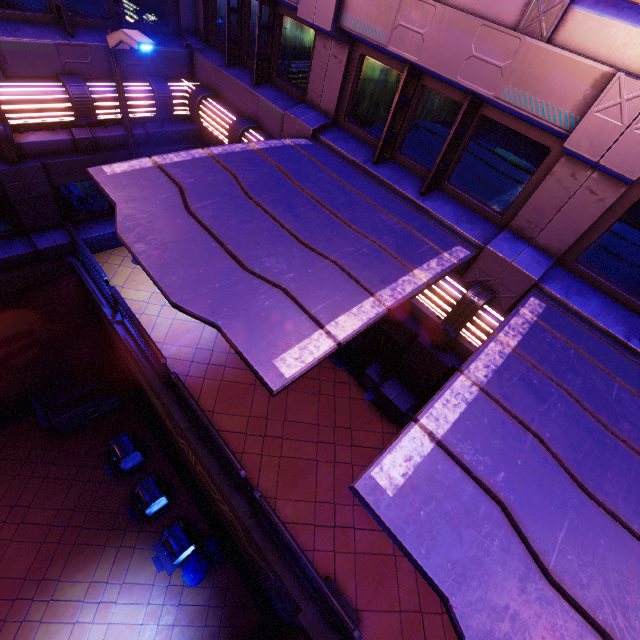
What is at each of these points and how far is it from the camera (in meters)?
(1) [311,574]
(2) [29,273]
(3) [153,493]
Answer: (1) railing, 5.05
(2) beam, 8.97
(3) trash can, 10.30

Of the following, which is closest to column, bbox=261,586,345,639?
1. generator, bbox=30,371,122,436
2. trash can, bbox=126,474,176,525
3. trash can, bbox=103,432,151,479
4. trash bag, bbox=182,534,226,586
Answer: trash bag, bbox=182,534,226,586

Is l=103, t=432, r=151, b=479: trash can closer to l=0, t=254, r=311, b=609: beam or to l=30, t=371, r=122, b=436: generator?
l=30, t=371, r=122, b=436: generator

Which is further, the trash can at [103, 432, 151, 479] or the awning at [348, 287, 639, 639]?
the trash can at [103, 432, 151, 479]

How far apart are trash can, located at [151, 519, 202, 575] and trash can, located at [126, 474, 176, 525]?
0.6 meters

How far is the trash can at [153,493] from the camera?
10.3m

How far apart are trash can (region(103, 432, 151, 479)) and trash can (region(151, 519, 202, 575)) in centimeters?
237cm

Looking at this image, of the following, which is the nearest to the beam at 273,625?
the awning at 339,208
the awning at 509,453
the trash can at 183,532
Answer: the trash can at 183,532
